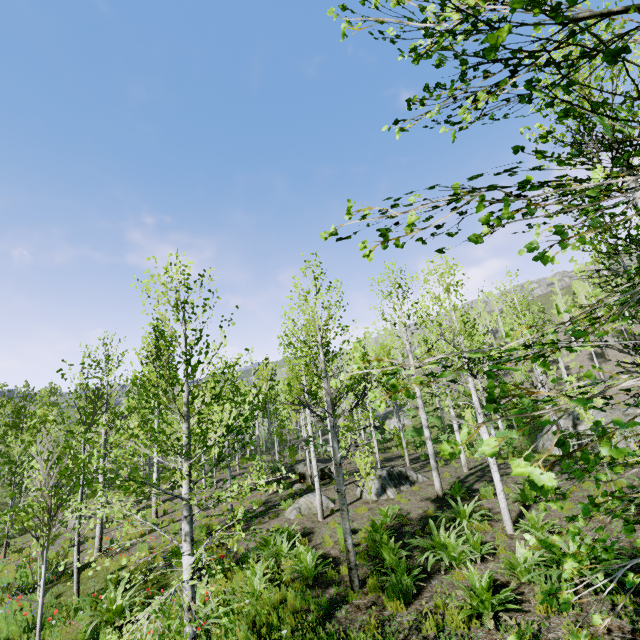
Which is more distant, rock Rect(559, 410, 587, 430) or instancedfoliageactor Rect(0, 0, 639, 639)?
rock Rect(559, 410, 587, 430)

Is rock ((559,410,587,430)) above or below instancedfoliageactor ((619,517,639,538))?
below

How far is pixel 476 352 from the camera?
20.4m

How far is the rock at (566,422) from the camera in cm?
2077

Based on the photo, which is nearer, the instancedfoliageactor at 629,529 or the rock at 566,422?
the instancedfoliageactor at 629,529

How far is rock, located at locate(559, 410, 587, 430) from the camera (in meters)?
20.77
